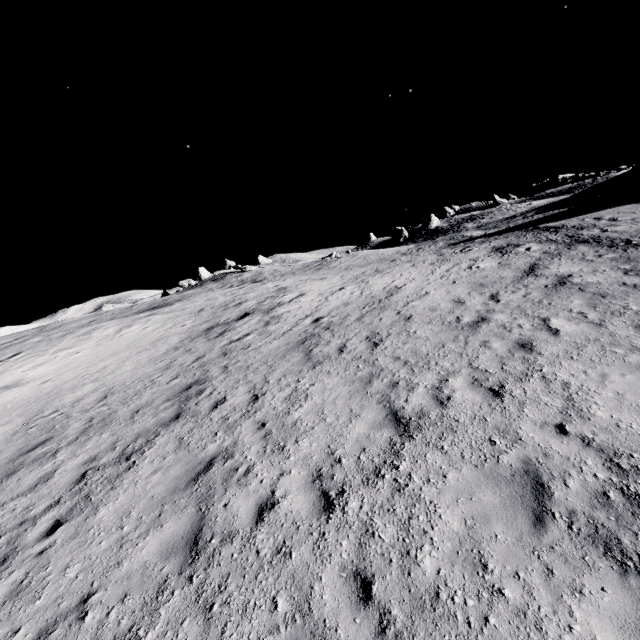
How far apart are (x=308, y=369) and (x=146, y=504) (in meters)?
5.09
